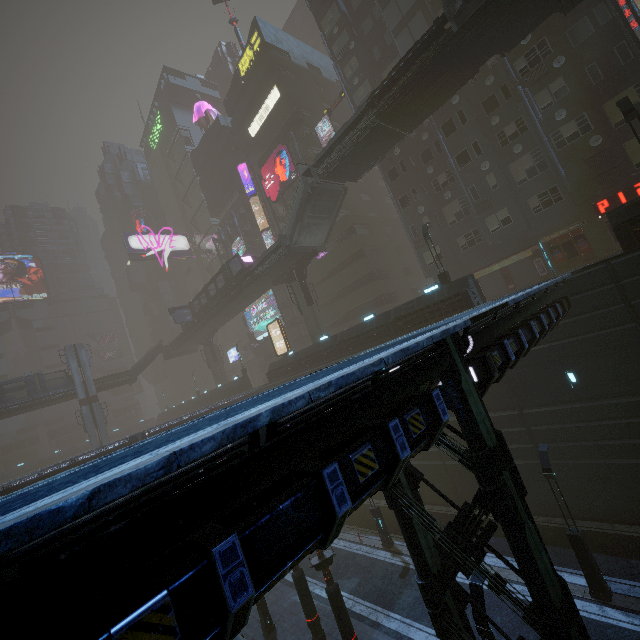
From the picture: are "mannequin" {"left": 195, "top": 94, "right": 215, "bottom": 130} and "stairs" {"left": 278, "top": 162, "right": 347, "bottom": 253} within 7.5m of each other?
no

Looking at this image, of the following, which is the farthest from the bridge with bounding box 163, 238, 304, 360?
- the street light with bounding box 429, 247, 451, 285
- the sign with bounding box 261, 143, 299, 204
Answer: the street light with bounding box 429, 247, 451, 285

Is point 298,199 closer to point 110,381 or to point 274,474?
point 274,474

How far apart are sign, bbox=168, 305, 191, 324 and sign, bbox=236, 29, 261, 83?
32.7 meters

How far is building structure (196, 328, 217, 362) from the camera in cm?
5097

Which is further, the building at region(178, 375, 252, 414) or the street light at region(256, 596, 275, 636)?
the building at region(178, 375, 252, 414)

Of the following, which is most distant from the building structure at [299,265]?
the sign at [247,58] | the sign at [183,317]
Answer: the sign at [247,58]

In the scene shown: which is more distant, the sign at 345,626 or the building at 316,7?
the building at 316,7
